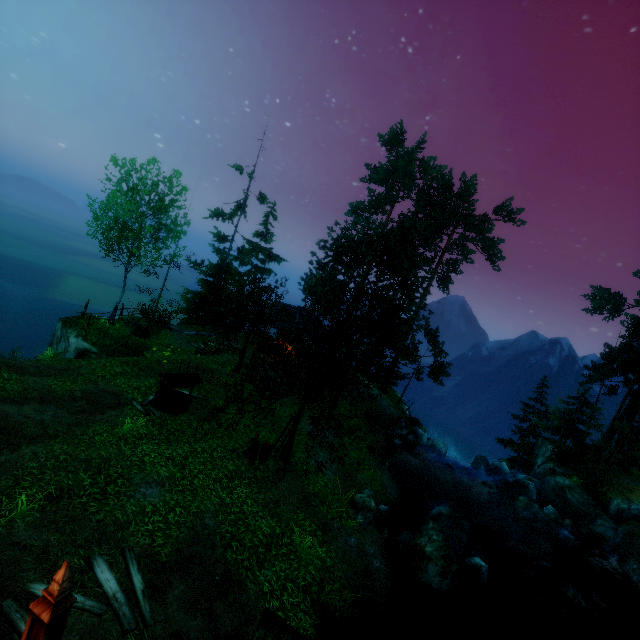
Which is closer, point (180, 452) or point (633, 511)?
point (180, 452)

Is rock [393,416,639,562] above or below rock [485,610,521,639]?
above

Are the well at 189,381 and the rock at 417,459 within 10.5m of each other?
no

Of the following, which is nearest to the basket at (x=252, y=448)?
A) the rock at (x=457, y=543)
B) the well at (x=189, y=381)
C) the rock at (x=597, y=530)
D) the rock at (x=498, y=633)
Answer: the well at (x=189, y=381)

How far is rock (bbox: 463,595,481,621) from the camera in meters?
11.3

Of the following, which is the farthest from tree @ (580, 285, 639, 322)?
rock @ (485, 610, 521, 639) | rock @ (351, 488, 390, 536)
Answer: rock @ (485, 610, 521, 639)

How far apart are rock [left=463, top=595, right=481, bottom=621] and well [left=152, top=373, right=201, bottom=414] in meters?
13.3 m

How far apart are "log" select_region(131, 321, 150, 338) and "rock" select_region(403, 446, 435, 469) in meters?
19.1
